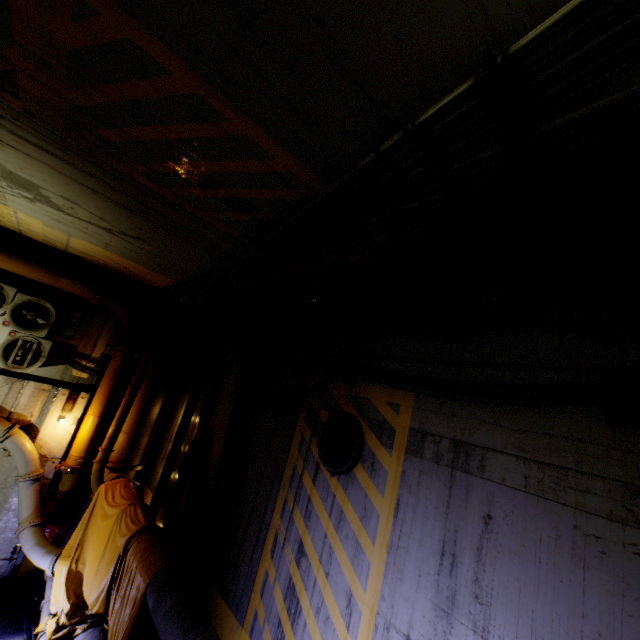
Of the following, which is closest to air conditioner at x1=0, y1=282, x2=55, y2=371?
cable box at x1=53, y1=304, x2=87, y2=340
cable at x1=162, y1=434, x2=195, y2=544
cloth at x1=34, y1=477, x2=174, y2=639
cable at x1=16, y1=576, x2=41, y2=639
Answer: cable box at x1=53, y1=304, x2=87, y2=340

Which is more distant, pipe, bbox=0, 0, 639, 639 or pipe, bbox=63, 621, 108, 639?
pipe, bbox=63, 621, 108, 639

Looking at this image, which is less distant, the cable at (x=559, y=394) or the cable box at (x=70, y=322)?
the cable at (x=559, y=394)

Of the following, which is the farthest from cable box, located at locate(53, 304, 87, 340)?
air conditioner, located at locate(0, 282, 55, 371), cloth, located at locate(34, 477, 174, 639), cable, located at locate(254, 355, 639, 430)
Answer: cable, located at locate(254, 355, 639, 430)

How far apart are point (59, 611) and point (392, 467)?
7.00m

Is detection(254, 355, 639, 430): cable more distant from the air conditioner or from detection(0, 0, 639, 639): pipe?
the air conditioner

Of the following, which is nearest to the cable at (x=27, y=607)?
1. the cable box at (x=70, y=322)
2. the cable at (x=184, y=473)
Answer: the cable at (x=184, y=473)
